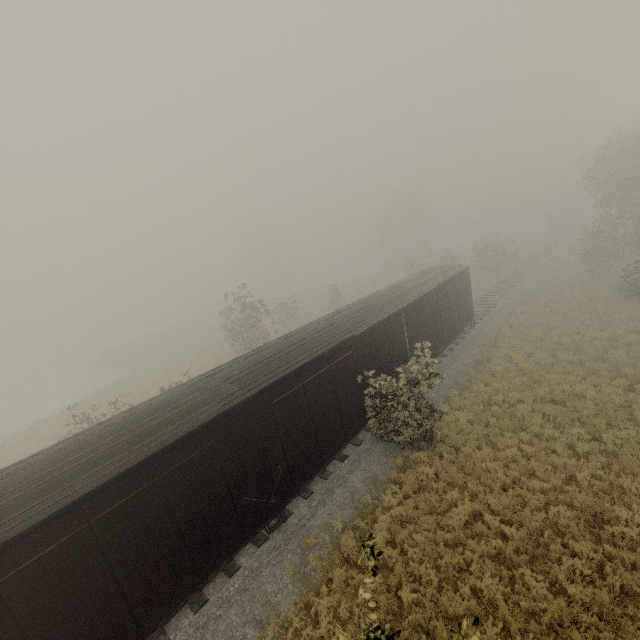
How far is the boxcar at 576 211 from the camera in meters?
53.4 m

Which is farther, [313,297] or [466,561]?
[313,297]

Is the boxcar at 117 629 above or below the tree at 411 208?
below

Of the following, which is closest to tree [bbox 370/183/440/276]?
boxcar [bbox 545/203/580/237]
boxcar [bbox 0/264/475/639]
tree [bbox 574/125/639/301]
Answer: tree [bbox 574/125/639/301]

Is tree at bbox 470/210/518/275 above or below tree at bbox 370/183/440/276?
below

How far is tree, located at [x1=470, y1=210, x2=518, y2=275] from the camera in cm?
3859

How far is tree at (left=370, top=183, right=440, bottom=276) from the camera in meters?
49.6 m
